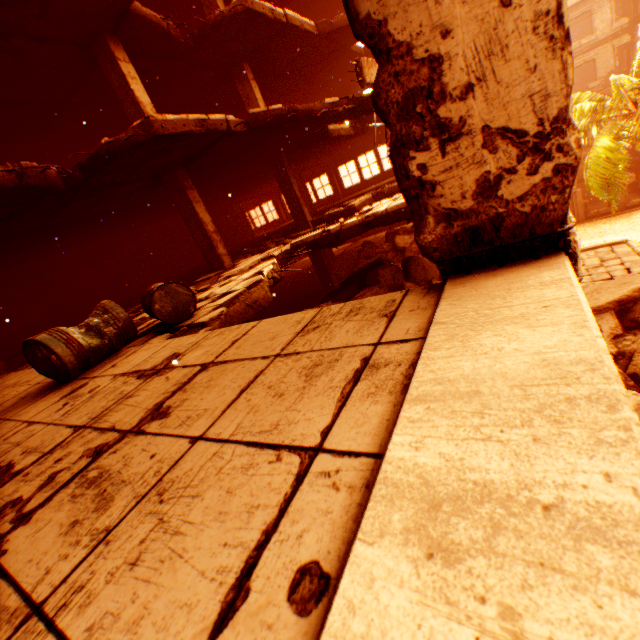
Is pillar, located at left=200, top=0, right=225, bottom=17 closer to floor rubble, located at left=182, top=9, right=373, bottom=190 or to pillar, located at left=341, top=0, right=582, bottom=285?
floor rubble, located at left=182, top=9, right=373, bottom=190

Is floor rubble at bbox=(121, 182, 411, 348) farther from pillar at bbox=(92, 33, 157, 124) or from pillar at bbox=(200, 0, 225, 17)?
pillar at bbox=(200, 0, 225, 17)

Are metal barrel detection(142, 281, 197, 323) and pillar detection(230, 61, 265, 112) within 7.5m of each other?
no

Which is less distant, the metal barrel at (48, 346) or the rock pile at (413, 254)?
the metal barrel at (48, 346)

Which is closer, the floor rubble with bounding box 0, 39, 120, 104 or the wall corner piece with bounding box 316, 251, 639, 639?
the wall corner piece with bounding box 316, 251, 639, 639

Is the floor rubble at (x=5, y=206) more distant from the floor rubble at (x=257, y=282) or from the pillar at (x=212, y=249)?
the floor rubble at (x=257, y=282)

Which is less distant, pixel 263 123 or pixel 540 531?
pixel 540 531

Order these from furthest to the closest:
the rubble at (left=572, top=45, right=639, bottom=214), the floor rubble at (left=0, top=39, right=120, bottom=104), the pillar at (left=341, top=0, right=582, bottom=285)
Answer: the rubble at (left=572, top=45, right=639, bottom=214)
the floor rubble at (left=0, top=39, right=120, bottom=104)
the pillar at (left=341, top=0, right=582, bottom=285)
